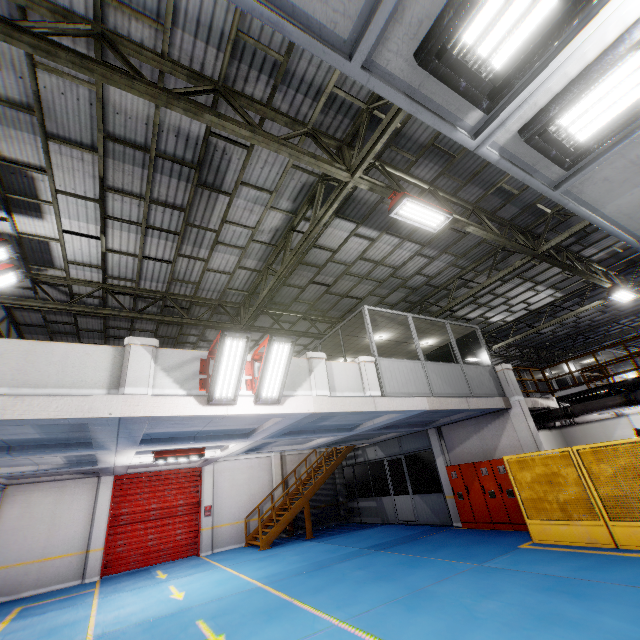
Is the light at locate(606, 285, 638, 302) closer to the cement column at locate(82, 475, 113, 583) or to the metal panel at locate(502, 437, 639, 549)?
the metal panel at locate(502, 437, 639, 549)

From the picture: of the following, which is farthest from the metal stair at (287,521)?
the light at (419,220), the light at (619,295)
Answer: the light at (619,295)

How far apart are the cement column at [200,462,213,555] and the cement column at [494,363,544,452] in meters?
14.0

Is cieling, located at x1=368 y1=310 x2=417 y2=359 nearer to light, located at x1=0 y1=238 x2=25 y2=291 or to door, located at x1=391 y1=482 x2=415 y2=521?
door, located at x1=391 y1=482 x2=415 y2=521

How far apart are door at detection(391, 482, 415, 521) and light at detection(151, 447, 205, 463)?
9.65m

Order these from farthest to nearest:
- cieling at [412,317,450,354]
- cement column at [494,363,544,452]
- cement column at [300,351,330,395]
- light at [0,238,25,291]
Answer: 1. cieling at [412,317,450,354]
2. cement column at [494,363,544,452]
3. cement column at [300,351,330,395]
4. light at [0,238,25,291]

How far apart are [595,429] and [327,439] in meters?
16.1 m

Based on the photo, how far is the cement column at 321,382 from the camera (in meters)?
8.03
